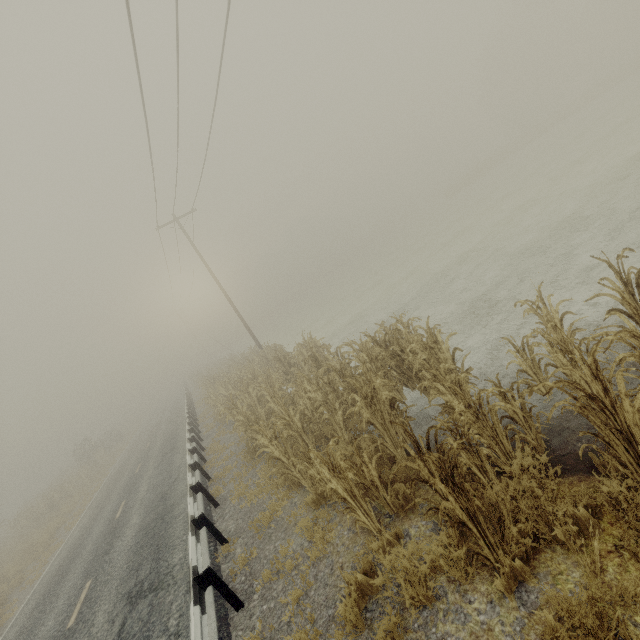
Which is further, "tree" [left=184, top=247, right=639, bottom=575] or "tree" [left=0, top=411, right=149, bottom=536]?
"tree" [left=0, top=411, right=149, bottom=536]

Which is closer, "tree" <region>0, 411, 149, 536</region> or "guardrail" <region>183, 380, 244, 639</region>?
"guardrail" <region>183, 380, 244, 639</region>

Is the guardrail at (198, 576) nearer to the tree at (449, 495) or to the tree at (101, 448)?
the tree at (449, 495)

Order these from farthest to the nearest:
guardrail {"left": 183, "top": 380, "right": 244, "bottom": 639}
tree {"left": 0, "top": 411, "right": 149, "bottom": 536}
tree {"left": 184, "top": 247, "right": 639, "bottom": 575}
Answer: tree {"left": 0, "top": 411, "right": 149, "bottom": 536} < guardrail {"left": 183, "top": 380, "right": 244, "bottom": 639} < tree {"left": 184, "top": 247, "right": 639, "bottom": 575}

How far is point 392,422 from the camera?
4.0 meters

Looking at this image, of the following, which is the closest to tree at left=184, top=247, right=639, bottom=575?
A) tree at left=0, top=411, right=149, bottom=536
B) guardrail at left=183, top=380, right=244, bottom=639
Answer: guardrail at left=183, top=380, right=244, bottom=639

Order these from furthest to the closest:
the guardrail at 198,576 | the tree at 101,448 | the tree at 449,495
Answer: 1. the tree at 101,448
2. the guardrail at 198,576
3. the tree at 449,495

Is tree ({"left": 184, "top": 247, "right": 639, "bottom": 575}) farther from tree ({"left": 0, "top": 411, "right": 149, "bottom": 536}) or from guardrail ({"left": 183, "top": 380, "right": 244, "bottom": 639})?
tree ({"left": 0, "top": 411, "right": 149, "bottom": 536})
